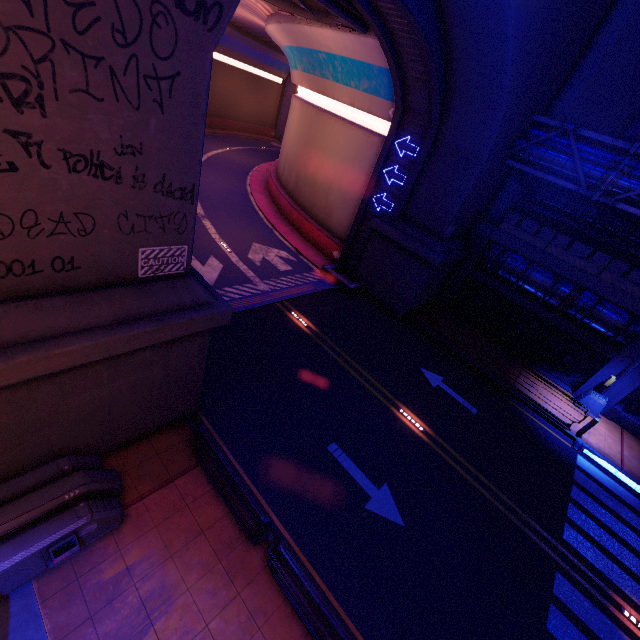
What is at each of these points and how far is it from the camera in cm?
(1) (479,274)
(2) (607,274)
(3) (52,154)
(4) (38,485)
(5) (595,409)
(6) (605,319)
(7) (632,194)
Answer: (1) beam, 1872
(2) fence, 1503
(3) wall arch, 413
(4) generator, 579
(5) street light, 1581
(6) walkway, 1566
(7) pipe, 1284

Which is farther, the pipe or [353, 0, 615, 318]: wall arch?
the pipe

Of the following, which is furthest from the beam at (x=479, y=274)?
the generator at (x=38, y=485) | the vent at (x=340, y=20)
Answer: the generator at (x=38, y=485)

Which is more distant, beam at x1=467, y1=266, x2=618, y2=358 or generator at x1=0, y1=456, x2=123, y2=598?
beam at x1=467, y1=266, x2=618, y2=358

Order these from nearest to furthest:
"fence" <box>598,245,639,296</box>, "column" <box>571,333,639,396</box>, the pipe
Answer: the pipe, "fence" <box>598,245,639,296</box>, "column" <box>571,333,639,396</box>

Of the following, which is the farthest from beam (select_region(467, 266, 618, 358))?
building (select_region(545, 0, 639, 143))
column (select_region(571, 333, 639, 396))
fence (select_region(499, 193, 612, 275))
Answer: building (select_region(545, 0, 639, 143))

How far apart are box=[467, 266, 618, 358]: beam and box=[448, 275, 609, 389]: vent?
0.4m

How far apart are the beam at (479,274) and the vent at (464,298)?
0.4 meters
